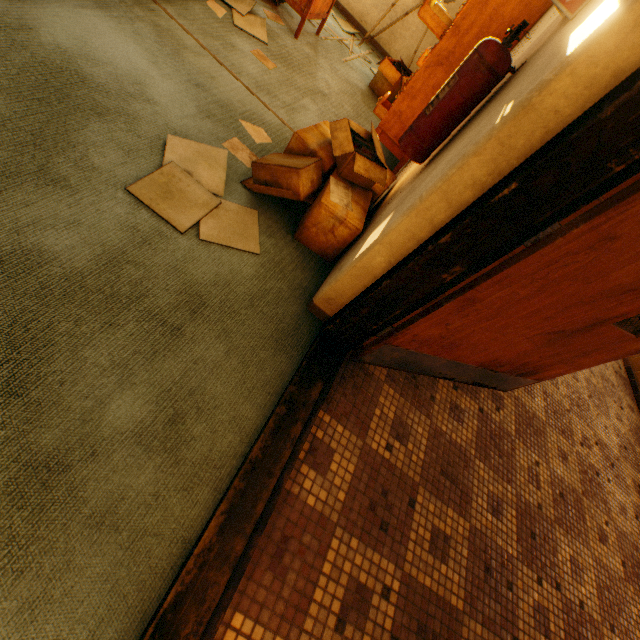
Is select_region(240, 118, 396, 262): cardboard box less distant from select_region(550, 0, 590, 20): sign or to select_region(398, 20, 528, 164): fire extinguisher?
select_region(398, 20, 528, 164): fire extinguisher

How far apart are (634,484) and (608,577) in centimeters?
135cm

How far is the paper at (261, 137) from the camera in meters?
2.3

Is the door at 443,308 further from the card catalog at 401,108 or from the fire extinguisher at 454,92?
the card catalog at 401,108

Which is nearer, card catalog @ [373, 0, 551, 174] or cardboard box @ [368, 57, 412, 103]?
card catalog @ [373, 0, 551, 174]

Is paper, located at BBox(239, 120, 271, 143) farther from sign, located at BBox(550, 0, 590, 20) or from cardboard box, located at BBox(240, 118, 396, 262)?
sign, located at BBox(550, 0, 590, 20)

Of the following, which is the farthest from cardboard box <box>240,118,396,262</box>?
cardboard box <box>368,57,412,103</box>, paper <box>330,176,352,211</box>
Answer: cardboard box <box>368,57,412,103</box>

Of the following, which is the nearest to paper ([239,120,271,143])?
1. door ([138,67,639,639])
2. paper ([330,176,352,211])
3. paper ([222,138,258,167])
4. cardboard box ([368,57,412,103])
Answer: paper ([222,138,258,167])
